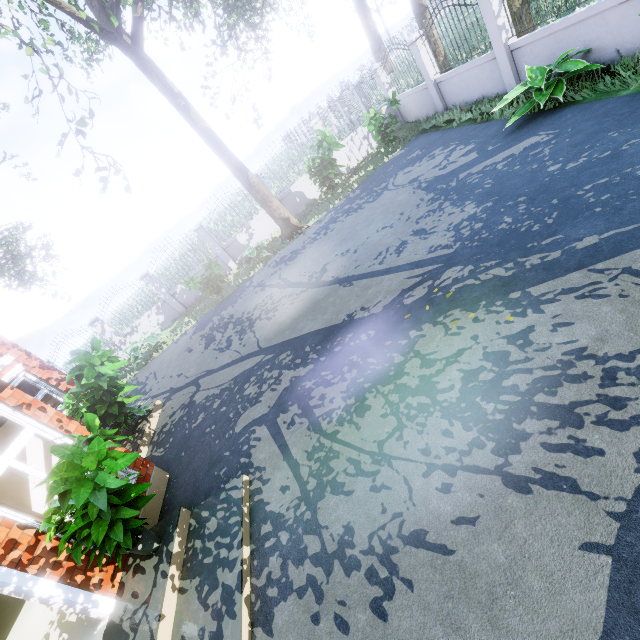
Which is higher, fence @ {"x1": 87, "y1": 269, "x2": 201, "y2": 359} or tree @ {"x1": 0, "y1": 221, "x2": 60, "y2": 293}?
tree @ {"x1": 0, "y1": 221, "x2": 60, "y2": 293}

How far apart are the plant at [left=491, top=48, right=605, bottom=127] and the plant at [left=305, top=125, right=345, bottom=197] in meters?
5.2

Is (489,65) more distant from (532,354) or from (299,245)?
(532,354)

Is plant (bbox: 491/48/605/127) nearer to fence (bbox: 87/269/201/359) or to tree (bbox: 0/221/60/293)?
fence (bbox: 87/269/201/359)

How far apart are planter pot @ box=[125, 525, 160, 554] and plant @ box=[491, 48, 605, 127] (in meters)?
9.73

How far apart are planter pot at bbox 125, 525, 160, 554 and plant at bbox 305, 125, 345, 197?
10.9m

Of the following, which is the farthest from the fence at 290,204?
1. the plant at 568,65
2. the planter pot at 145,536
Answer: the planter pot at 145,536

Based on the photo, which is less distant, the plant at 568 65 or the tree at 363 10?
the plant at 568 65
